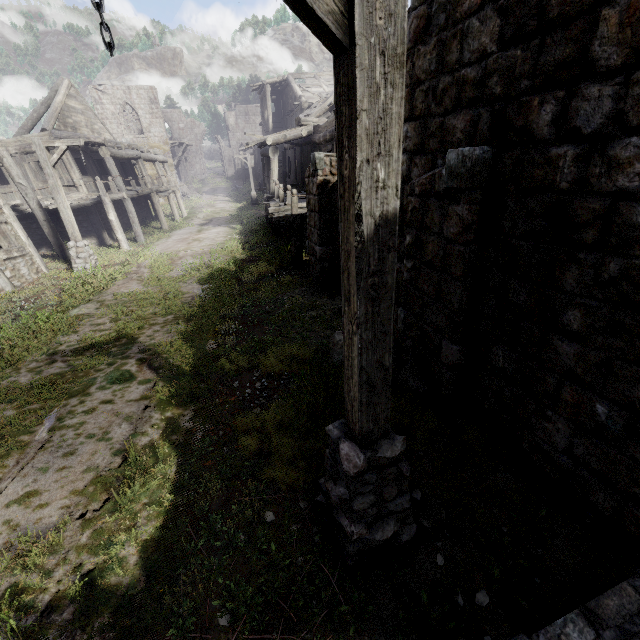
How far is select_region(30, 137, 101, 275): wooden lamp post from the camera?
11.1 meters

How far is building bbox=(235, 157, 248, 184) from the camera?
48.88m

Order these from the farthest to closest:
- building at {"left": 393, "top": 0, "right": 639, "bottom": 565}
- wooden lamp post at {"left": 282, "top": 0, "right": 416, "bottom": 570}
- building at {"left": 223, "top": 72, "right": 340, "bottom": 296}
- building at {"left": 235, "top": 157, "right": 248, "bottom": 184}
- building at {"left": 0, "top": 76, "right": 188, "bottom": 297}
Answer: building at {"left": 235, "top": 157, "right": 248, "bottom": 184}
building at {"left": 0, "top": 76, "right": 188, "bottom": 297}
building at {"left": 223, "top": 72, "right": 340, "bottom": 296}
building at {"left": 393, "top": 0, "right": 639, "bottom": 565}
wooden lamp post at {"left": 282, "top": 0, "right": 416, "bottom": 570}

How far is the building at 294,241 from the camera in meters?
8.4 m

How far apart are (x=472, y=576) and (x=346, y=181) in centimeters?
349cm

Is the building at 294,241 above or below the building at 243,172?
below

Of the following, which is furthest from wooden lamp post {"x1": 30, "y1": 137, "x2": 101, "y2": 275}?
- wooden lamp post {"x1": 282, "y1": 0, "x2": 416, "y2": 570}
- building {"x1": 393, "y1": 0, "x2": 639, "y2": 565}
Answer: wooden lamp post {"x1": 282, "y1": 0, "x2": 416, "y2": 570}
